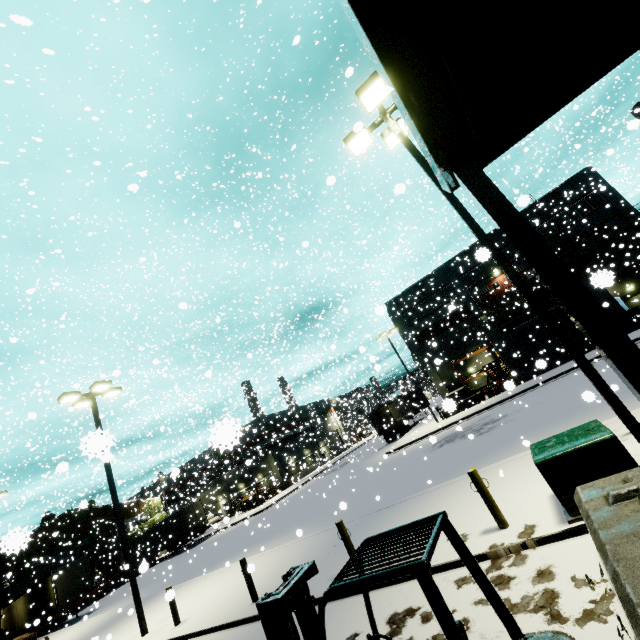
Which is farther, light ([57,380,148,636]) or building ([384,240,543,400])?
building ([384,240,543,400])

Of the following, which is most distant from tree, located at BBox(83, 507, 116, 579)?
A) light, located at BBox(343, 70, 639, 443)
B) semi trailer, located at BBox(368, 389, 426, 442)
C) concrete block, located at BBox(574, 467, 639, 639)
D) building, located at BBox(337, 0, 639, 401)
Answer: concrete block, located at BBox(574, 467, 639, 639)

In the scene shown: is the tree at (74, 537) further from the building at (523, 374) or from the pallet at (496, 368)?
the pallet at (496, 368)

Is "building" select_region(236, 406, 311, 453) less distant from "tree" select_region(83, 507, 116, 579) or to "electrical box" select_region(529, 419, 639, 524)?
"tree" select_region(83, 507, 116, 579)

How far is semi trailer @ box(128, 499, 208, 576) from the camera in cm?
3550

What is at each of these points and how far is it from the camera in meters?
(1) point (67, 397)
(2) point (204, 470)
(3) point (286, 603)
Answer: (1) light, 14.1 m
(2) building, 55.0 m
(3) forklift, 3.1 m

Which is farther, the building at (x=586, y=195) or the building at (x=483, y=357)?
the building at (x=483, y=357)

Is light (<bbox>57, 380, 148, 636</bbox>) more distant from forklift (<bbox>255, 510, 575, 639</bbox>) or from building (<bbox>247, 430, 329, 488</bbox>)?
forklift (<bbox>255, 510, 575, 639</bbox>)
